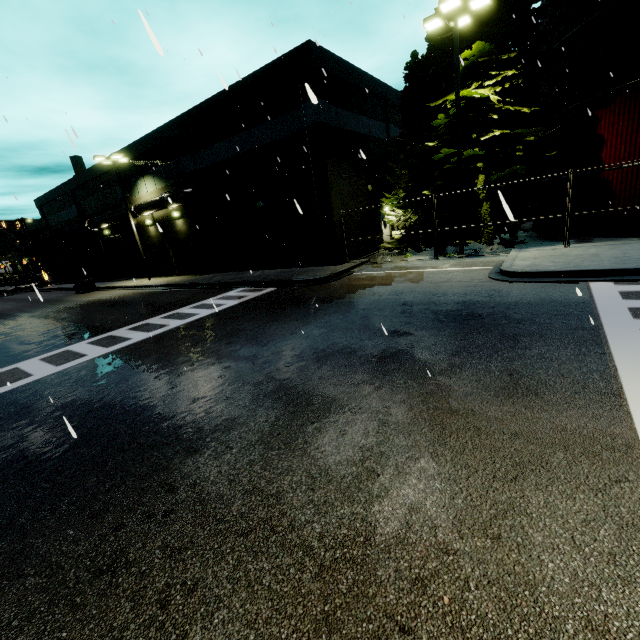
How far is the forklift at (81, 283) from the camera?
28.6m

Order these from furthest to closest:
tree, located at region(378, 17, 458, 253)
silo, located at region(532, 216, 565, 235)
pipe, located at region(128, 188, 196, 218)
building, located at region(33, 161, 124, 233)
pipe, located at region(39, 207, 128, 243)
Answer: building, located at region(33, 161, 124, 233)
pipe, located at region(39, 207, 128, 243)
pipe, located at region(128, 188, 196, 218)
silo, located at region(532, 216, 565, 235)
tree, located at region(378, 17, 458, 253)

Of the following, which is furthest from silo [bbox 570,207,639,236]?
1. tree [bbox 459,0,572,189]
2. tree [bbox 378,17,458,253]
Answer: tree [bbox 378,17,458,253]

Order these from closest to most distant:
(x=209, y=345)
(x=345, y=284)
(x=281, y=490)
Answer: (x=281, y=490)
(x=209, y=345)
(x=345, y=284)

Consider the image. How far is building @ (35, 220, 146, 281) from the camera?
31.7m

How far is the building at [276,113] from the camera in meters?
17.2

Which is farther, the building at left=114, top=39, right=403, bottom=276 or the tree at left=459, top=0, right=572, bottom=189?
the building at left=114, top=39, right=403, bottom=276

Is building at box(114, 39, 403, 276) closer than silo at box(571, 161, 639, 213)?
No
